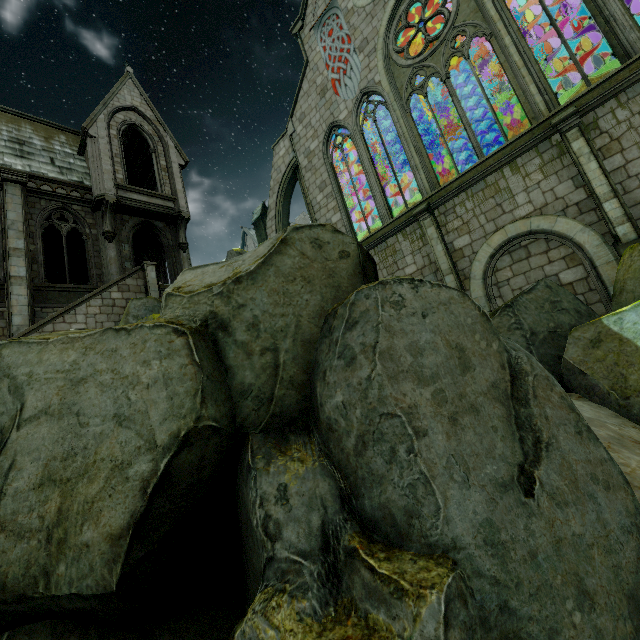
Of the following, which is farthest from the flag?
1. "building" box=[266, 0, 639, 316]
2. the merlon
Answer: the merlon

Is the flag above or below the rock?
above

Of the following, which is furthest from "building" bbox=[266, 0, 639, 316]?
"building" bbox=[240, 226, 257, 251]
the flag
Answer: "building" bbox=[240, 226, 257, 251]

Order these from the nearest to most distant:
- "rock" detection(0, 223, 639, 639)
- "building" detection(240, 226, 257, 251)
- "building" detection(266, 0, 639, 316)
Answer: "rock" detection(0, 223, 639, 639), "building" detection(266, 0, 639, 316), "building" detection(240, 226, 257, 251)

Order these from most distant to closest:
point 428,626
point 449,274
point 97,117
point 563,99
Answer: point 563,99, point 97,117, point 449,274, point 428,626

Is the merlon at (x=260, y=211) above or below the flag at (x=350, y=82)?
below

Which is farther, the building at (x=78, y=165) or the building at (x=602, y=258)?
the building at (x=78, y=165)

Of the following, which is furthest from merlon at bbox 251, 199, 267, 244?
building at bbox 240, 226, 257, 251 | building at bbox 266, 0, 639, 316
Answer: building at bbox 240, 226, 257, 251
